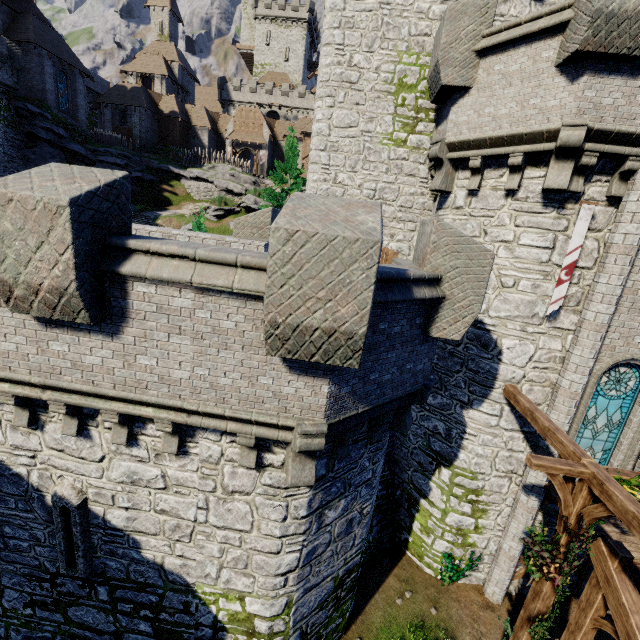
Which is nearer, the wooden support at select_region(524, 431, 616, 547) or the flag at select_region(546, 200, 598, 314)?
the wooden support at select_region(524, 431, 616, 547)

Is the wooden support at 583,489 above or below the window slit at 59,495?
above

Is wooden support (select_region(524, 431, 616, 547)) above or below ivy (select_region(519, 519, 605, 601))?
above

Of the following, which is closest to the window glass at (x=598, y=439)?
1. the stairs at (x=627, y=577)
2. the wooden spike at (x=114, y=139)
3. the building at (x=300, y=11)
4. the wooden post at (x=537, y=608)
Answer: the stairs at (x=627, y=577)

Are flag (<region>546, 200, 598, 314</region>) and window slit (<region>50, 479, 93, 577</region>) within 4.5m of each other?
no

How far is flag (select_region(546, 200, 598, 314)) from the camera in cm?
781

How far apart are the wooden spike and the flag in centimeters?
4808cm

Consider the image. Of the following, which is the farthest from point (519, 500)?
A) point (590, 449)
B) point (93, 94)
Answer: point (93, 94)
